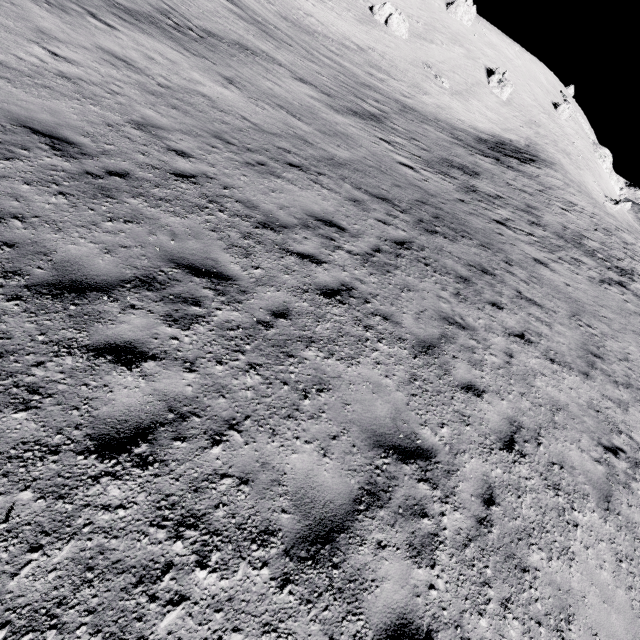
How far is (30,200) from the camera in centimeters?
465cm
